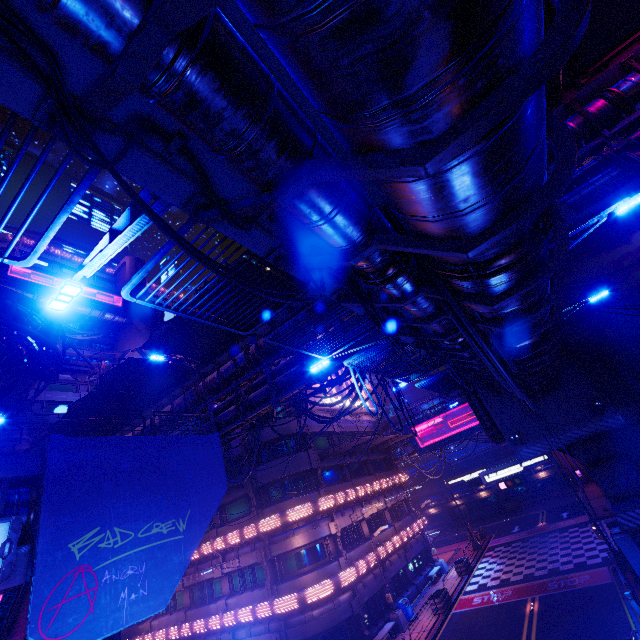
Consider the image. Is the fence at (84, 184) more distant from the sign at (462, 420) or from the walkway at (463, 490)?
the walkway at (463, 490)

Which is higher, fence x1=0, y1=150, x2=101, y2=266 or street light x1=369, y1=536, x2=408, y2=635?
fence x1=0, y1=150, x2=101, y2=266

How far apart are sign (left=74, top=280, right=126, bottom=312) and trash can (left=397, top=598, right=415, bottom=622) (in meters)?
50.80

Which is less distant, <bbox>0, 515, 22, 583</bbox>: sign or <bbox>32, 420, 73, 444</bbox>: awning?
<bbox>0, 515, 22, 583</bbox>: sign

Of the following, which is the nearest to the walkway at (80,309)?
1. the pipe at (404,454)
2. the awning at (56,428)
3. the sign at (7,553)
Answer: the awning at (56,428)

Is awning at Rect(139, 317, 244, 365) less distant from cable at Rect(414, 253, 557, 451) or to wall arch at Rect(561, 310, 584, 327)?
cable at Rect(414, 253, 557, 451)

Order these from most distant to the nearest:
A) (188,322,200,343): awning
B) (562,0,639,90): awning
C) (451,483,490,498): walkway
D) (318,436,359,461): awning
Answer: (451,483,490,498): walkway < (318,436,359,461): awning < (188,322,200,343): awning < (562,0,639,90): awning

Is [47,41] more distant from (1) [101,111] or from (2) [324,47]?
(2) [324,47]
